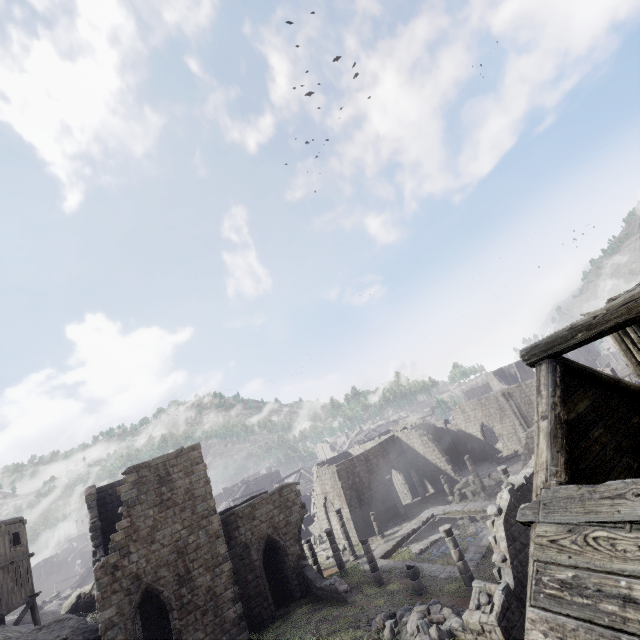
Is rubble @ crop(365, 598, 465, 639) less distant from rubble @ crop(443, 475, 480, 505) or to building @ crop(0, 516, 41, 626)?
building @ crop(0, 516, 41, 626)

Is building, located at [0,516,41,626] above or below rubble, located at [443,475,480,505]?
above

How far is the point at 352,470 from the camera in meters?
33.3 m

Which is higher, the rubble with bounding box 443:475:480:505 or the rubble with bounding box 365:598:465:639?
the rubble with bounding box 365:598:465:639

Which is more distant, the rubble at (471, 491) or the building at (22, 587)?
the rubble at (471, 491)

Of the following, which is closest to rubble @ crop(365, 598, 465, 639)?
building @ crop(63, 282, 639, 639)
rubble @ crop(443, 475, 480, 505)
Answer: building @ crop(63, 282, 639, 639)

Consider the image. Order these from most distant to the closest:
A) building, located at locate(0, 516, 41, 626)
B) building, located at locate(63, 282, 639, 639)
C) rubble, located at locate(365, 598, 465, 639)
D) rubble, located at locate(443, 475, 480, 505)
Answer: rubble, located at locate(443, 475, 480, 505) → building, located at locate(0, 516, 41, 626) → rubble, located at locate(365, 598, 465, 639) → building, located at locate(63, 282, 639, 639)

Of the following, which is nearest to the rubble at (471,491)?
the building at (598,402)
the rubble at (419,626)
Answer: the building at (598,402)
